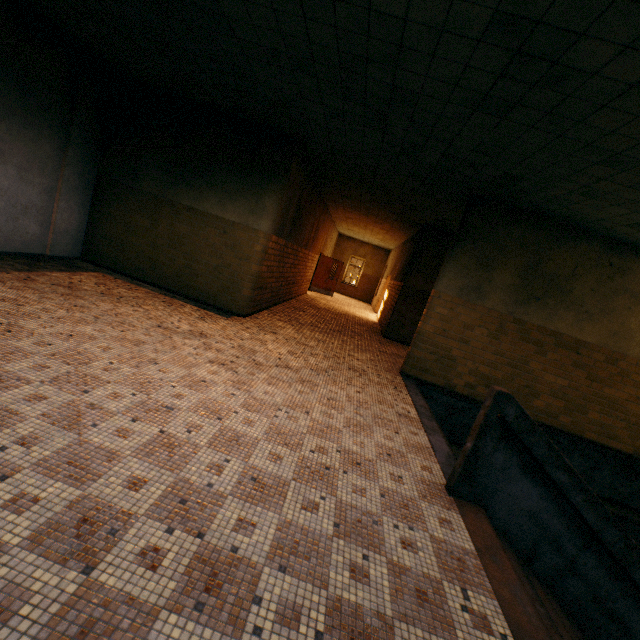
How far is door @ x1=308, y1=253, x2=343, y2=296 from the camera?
17.9m

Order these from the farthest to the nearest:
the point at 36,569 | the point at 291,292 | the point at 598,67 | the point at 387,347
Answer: the point at 291,292, the point at 387,347, the point at 598,67, the point at 36,569

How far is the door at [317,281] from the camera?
17.91m

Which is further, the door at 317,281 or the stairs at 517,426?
the door at 317,281

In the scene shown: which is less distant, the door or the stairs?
the stairs
